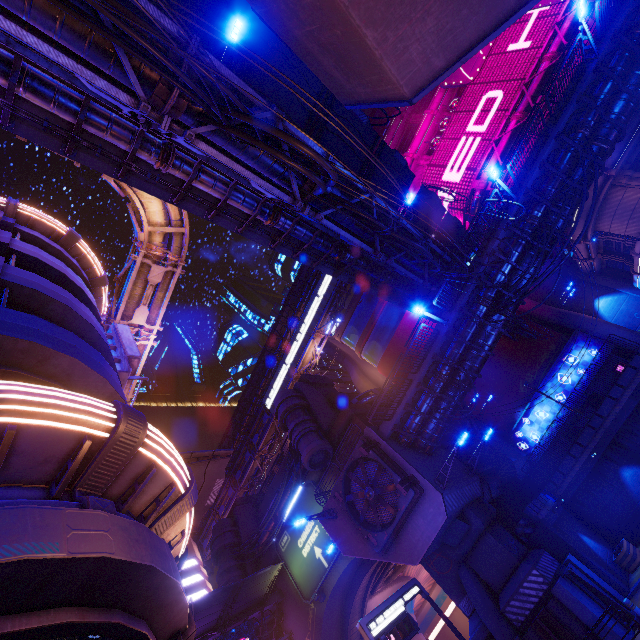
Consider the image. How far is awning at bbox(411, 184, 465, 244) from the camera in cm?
2260

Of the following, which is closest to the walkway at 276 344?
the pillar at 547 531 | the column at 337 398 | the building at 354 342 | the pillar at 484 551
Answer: the building at 354 342

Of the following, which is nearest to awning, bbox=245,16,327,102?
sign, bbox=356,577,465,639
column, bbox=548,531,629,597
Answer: sign, bbox=356,577,465,639

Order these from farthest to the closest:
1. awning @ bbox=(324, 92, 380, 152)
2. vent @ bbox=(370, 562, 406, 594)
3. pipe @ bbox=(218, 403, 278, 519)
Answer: pipe @ bbox=(218, 403, 278, 519) < vent @ bbox=(370, 562, 406, 594) < awning @ bbox=(324, 92, 380, 152)

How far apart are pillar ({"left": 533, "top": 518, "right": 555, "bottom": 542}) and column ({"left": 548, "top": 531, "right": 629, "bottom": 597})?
0.02m

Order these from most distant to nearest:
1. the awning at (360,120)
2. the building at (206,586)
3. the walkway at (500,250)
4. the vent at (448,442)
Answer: the building at (206,586) < the vent at (448,442) < the walkway at (500,250) < the awning at (360,120)

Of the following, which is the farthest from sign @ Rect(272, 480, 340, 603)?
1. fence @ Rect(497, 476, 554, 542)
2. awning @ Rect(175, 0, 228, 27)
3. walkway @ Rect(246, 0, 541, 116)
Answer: awning @ Rect(175, 0, 228, 27)

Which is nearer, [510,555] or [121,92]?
[121,92]
